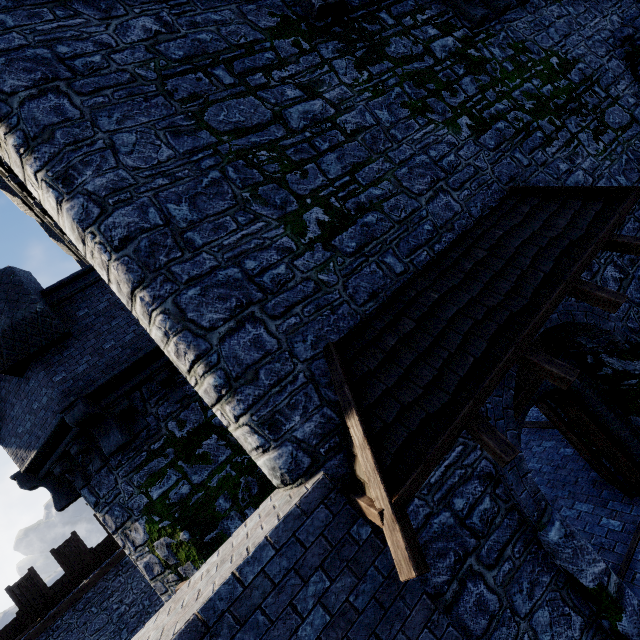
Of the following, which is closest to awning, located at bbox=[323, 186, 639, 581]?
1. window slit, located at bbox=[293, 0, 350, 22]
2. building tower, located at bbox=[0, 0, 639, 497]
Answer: building tower, located at bbox=[0, 0, 639, 497]

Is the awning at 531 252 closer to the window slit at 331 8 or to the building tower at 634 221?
the building tower at 634 221

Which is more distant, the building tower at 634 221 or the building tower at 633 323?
the building tower at 634 221

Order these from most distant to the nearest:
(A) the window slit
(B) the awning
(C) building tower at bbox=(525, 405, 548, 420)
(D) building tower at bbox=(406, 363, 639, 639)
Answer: (C) building tower at bbox=(525, 405, 548, 420)
(A) the window slit
(D) building tower at bbox=(406, 363, 639, 639)
(B) the awning

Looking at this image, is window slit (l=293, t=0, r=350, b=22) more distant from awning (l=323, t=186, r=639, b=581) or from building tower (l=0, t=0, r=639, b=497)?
awning (l=323, t=186, r=639, b=581)

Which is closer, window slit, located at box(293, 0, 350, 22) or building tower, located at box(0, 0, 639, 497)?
building tower, located at box(0, 0, 639, 497)

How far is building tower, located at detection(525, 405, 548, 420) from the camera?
9.5 meters

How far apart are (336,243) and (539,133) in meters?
4.9
